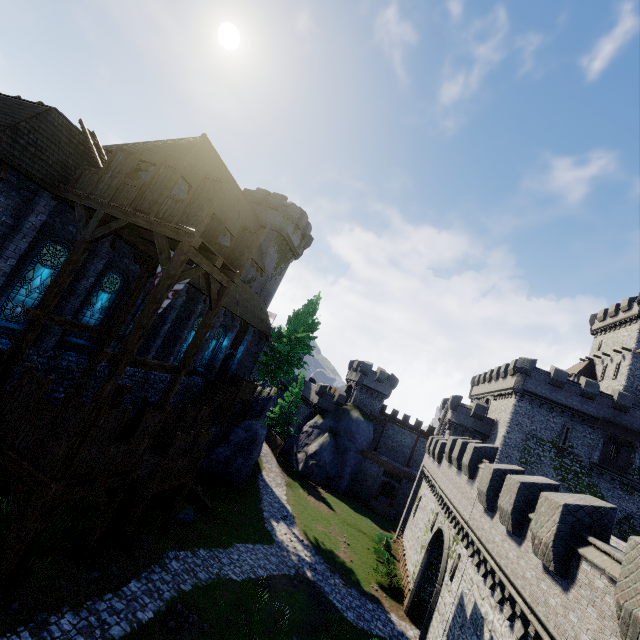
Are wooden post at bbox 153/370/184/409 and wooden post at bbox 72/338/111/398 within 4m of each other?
yes

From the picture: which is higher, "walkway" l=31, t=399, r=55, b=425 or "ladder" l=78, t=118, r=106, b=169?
"ladder" l=78, t=118, r=106, b=169

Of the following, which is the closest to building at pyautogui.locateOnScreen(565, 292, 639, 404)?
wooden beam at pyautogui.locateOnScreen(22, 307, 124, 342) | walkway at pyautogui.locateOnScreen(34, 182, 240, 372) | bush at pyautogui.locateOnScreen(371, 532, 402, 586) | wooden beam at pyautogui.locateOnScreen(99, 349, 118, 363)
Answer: bush at pyautogui.locateOnScreen(371, 532, 402, 586)

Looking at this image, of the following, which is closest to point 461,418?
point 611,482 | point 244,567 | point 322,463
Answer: point 611,482

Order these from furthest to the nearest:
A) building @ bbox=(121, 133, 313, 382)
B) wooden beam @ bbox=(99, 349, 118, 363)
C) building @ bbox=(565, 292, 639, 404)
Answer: building @ bbox=(565, 292, 639, 404)
building @ bbox=(121, 133, 313, 382)
wooden beam @ bbox=(99, 349, 118, 363)

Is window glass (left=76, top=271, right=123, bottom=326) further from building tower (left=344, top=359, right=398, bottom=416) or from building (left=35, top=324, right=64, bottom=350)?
building tower (left=344, top=359, right=398, bottom=416)

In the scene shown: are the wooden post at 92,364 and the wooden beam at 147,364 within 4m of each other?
yes

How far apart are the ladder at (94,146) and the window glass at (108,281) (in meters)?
3.99
